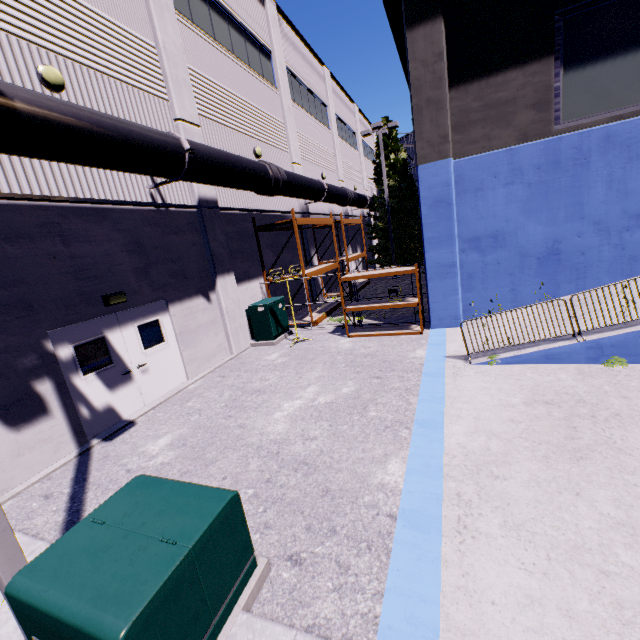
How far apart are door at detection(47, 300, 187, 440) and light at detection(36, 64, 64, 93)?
4.6 meters

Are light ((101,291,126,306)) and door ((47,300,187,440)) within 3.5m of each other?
yes

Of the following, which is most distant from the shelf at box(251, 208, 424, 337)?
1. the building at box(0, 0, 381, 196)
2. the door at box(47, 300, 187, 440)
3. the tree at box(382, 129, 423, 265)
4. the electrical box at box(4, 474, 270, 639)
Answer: the electrical box at box(4, 474, 270, 639)

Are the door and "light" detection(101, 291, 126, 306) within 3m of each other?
yes

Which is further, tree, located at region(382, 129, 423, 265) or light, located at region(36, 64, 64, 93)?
tree, located at region(382, 129, 423, 265)

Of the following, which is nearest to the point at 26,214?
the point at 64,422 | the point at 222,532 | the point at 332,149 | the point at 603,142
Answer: the point at 64,422

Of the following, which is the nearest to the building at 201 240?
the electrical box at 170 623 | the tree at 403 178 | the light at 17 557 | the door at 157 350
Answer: the door at 157 350

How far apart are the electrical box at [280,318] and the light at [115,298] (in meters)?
4.56
